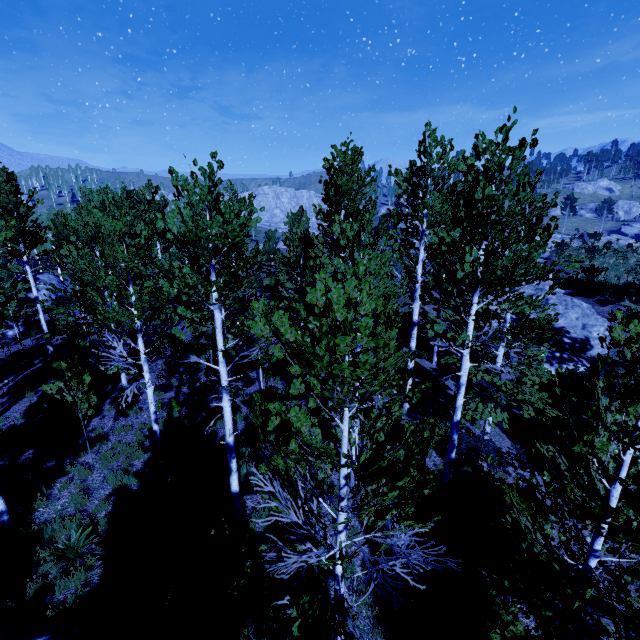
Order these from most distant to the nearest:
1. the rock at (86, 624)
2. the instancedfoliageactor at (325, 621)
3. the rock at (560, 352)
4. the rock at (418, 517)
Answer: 1. the rock at (560, 352)
2. the rock at (418, 517)
3. the rock at (86, 624)
4. the instancedfoliageactor at (325, 621)

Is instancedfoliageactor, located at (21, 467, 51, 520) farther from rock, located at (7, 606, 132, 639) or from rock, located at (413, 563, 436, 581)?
rock, located at (413, 563, 436, 581)

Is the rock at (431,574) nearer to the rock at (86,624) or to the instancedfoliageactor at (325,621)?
the instancedfoliageactor at (325,621)

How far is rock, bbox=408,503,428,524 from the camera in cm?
781

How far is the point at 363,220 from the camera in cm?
690

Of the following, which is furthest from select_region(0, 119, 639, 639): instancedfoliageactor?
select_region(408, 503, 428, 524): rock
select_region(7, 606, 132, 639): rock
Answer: select_region(408, 503, 428, 524): rock

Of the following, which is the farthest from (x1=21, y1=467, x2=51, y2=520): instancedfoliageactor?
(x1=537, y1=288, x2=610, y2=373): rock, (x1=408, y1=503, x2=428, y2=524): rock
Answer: (x1=537, y1=288, x2=610, y2=373): rock

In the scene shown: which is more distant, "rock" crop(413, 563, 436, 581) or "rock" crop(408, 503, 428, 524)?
"rock" crop(408, 503, 428, 524)
